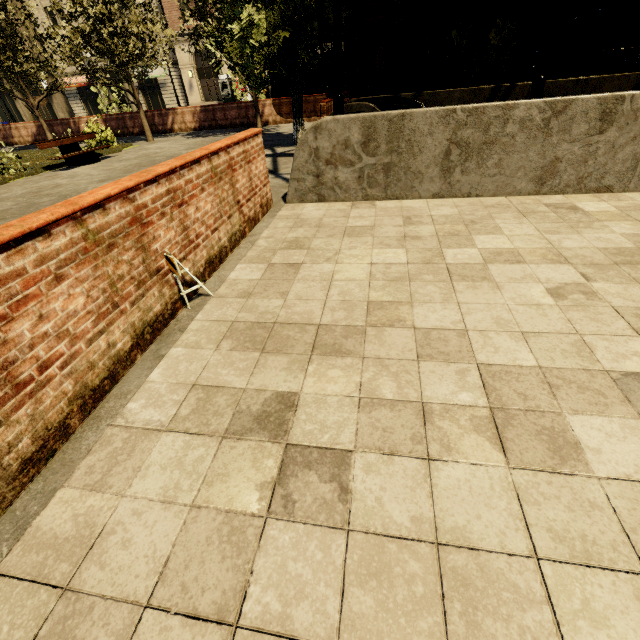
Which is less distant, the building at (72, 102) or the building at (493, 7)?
the building at (493, 7)

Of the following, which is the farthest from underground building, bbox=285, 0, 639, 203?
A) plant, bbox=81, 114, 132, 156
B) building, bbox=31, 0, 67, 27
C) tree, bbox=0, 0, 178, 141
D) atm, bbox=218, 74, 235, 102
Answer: atm, bbox=218, 74, 235, 102

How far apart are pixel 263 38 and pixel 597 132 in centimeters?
846cm

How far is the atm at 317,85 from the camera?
17.1 meters

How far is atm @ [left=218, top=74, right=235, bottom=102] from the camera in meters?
33.1

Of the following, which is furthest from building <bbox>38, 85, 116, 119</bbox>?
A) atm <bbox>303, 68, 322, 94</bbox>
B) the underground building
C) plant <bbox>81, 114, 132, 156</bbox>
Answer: the underground building

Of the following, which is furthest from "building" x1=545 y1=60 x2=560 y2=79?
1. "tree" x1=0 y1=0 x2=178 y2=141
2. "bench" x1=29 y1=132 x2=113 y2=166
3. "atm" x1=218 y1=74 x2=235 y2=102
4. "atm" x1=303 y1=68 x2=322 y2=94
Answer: "bench" x1=29 y1=132 x2=113 y2=166

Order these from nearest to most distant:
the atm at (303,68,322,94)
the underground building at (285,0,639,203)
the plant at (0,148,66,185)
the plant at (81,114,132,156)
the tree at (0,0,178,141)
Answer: the underground building at (285,0,639,203)
the plant at (0,148,66,185)
the tree at (0,0,178,141)
the plant at (81,114,132,156)
the atm at (303,68,322,94)
